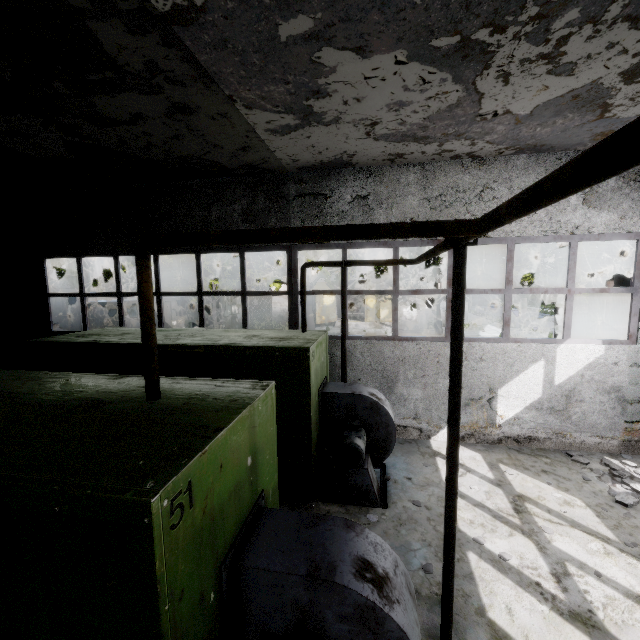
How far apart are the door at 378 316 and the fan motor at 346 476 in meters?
24.0 m

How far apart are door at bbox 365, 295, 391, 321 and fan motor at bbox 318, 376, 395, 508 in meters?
24.0 m

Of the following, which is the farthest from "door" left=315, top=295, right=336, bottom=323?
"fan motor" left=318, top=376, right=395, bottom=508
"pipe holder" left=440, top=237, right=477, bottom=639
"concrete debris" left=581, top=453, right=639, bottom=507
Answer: "pipe holder" left=440, top=237, right=477, bottom=639

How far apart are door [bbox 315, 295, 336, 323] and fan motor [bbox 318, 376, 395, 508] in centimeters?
2221cm

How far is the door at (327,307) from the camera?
29.4m

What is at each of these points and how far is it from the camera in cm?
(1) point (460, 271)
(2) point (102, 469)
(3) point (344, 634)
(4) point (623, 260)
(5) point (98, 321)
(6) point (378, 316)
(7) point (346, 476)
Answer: (1) pipe holder, 299
(2) boiler box, 193
(3) fan motor, 238
(4) pipe, 798
(5) fuse box, 1441
(6) door, 3061
(7) fan motor, 587

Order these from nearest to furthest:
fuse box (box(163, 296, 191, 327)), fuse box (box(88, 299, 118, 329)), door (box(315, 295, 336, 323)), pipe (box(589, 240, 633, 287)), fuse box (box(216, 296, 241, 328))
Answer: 1. pipe (box(589, 240, 633, 287))
2. fuse box (box(88, 299, 118, 329))
3. fuse box (box(163, 296, 191, 327))
4. fuse box (box(216, 296, 241, 328))
5. door (box(315, 295, 336, 323))

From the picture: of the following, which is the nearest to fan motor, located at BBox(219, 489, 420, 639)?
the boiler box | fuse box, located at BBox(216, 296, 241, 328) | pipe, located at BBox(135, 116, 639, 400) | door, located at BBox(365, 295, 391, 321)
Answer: the boiler box
